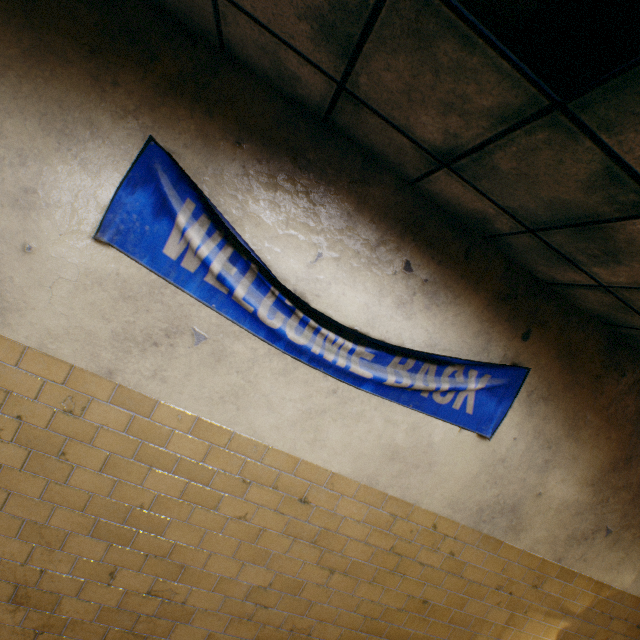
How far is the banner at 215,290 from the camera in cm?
183

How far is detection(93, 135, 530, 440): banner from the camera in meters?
1.8 m

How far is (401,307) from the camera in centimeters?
226cm
